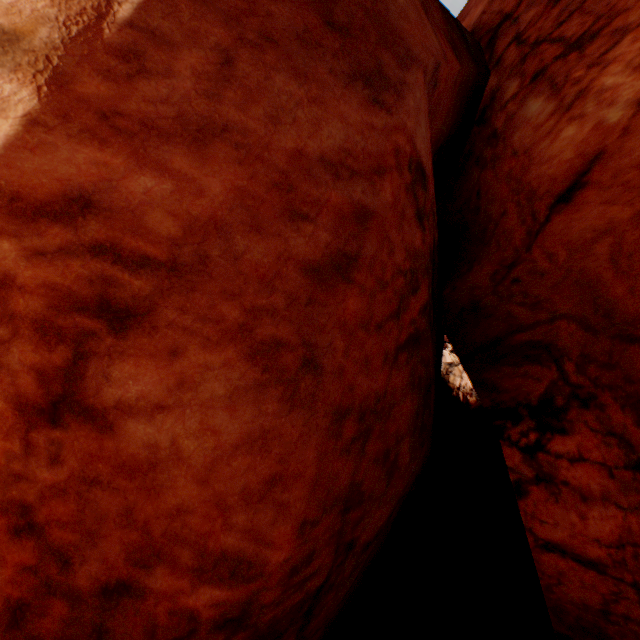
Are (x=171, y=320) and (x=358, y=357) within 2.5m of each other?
yes
